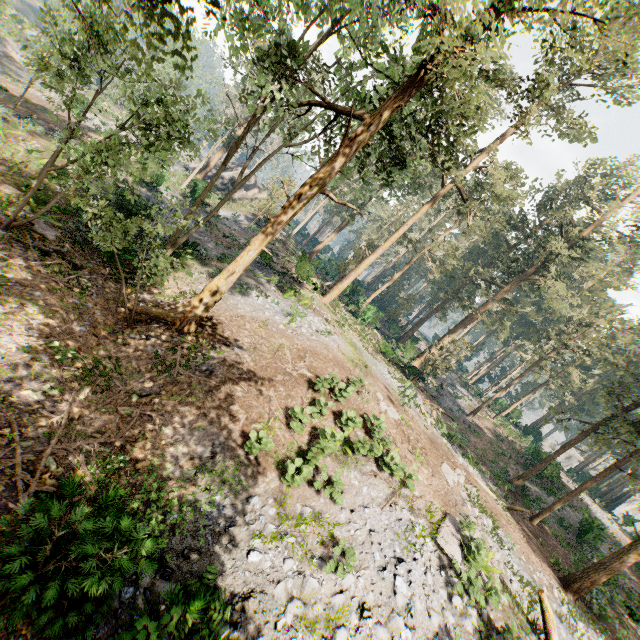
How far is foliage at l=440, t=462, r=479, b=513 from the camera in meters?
15.3

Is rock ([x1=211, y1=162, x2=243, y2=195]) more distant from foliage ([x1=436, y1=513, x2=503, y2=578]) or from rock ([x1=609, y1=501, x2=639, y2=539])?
rock ([x1=609, y1=501, x2=639, y2=539])

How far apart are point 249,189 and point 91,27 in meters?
33.6 m

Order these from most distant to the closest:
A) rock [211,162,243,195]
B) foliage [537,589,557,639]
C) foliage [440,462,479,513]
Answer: rock [211,162,243,195]
foliage [440,462,479,513]
foliage [537,589,557,639]

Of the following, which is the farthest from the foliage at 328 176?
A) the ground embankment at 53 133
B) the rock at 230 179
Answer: the ground embankment at 53 133

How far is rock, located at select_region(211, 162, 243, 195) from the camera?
42.1m
